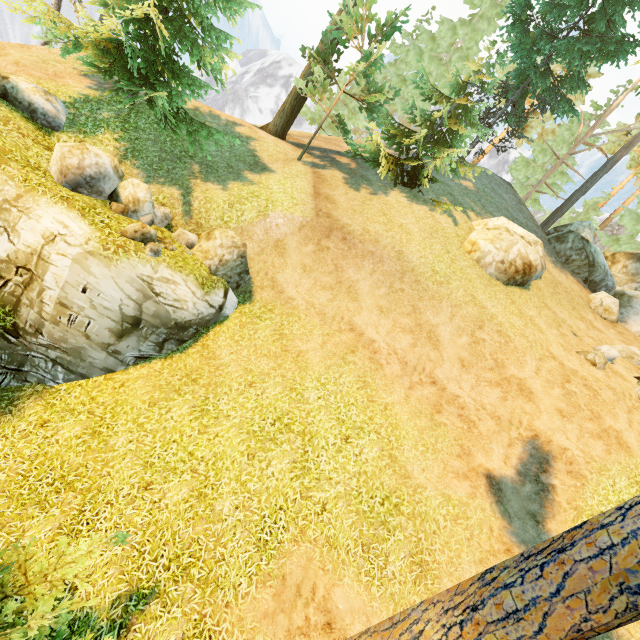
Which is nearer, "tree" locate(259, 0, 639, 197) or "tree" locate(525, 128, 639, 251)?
"tree" locate(259, 0, 639, 197)

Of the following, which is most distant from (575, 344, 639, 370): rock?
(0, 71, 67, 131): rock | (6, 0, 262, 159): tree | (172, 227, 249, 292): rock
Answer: (0, 71, 67, 131): rock

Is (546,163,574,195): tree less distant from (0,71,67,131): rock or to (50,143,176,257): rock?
(50,143,176,257): rock

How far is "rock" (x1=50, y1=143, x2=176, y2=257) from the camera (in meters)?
9.87

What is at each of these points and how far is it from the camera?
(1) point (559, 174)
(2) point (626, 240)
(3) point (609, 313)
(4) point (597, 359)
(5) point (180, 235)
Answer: (1) tree, 29.03m
(2) tree, 30.28m
(3) rock, 17.70m
(4) rock, 13.38m
(5) rock, 11.91m

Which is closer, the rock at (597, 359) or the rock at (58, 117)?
the rock at (58, 117)

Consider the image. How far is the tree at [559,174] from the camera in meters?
28.9 m

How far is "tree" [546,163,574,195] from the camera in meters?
28.9
